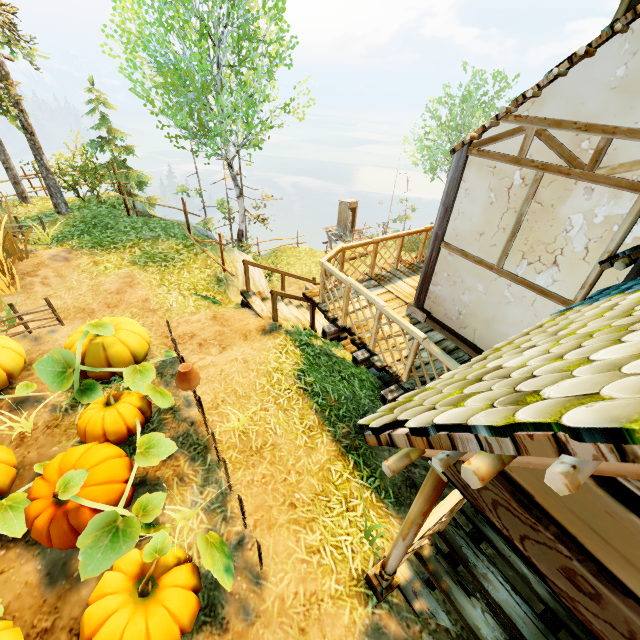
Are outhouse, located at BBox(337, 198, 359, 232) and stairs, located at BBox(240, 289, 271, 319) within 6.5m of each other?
no

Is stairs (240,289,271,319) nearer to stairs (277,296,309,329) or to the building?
stairs (277,296,309,329)

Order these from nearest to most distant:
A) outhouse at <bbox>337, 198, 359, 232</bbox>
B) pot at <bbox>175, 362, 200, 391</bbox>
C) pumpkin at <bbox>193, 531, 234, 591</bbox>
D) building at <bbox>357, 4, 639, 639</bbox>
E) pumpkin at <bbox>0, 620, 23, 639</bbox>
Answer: building at <bbox>357, 4, 639, 639</bbox> < pumpkin at <bbox>0, 620, 23, 639</bbox> < pumpkin at <bbox>193, 531, 234, 591</bbox> < pot at <bbox>175, 362, 200, 391</bbox> < outhouse at <bbox>337, 198, 359, 232</bbox>

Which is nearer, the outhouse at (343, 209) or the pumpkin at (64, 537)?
the pumpkin at (64, 537)

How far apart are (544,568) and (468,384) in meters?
0.8 m

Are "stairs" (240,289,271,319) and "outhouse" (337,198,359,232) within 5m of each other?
no

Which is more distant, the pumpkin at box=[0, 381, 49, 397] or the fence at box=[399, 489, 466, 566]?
the pumpkin at box=[0, 381, 49, 397]

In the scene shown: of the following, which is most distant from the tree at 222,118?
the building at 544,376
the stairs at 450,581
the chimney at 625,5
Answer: the stairs at 450,581
